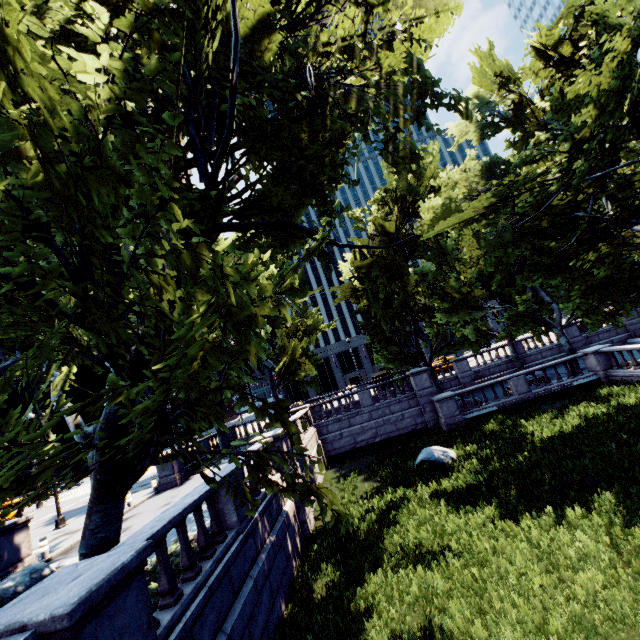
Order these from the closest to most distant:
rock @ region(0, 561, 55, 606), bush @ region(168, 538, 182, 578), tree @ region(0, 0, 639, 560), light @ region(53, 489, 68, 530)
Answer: tree @ region(0, 0, 639, 560) → bush @ region(168, 538, 182, 578) → rock @ region(0, 561, 55, 606) → light @ region(53, 489, 68, 530)

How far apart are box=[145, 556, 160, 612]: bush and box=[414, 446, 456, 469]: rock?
10.5 meters

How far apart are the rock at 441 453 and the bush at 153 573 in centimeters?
1049cm

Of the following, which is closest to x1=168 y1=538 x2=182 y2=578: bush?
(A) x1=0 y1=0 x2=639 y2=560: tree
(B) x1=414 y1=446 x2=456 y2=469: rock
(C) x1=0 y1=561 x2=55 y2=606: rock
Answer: (A) x1=0 y1=0 x2=639 y2=560: tree

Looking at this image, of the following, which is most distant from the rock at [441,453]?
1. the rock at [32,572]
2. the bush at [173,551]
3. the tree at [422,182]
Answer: the rock at [32,572]

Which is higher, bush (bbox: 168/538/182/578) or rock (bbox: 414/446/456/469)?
bush (bbox: 168/538/182/578)

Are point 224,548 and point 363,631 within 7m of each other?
yes
